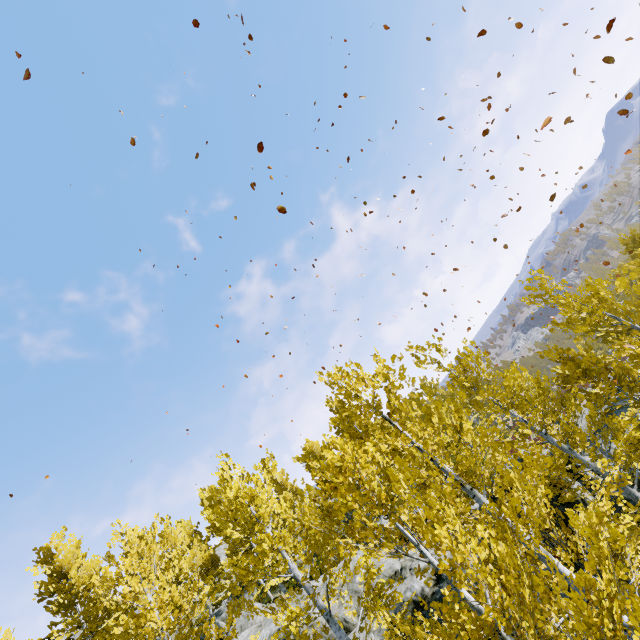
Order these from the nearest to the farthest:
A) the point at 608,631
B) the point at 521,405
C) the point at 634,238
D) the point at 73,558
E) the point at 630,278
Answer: the point at 608,631
the point at 521,405
the point at 634,238
the point at 73,558
the point at 630,278

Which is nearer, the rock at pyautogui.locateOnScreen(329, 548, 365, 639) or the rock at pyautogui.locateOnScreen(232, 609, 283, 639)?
the rock at pyautogui.locateOnScreen(329, 548, 365, 639)

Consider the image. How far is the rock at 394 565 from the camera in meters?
10.1

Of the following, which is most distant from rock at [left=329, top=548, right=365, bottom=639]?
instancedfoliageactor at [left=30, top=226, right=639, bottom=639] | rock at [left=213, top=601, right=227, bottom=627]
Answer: rock at [left=213, top=601, right=227, bottom=627]

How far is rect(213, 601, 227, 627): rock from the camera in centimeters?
2448cm

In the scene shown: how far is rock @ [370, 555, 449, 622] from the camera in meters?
10.1 m

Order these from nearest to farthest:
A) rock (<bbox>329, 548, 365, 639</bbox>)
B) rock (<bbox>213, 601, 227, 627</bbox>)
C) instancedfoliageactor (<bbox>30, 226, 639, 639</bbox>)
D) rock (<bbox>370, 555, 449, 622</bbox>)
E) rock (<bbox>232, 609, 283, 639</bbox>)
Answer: instancedfoliageactor (<bbox>30, 226, 639, 639</bbox>), rock (<bbox>370, 555, 449, 622</bbox>), rock (<bbox>329, 548, 365, 639</bbox>), rock (<bbox>232, 609, 283, 639</bbox>), rock (<bbox>213, 601, 227, 627</bbox>)

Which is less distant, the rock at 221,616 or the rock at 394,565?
the rock at 394,565
